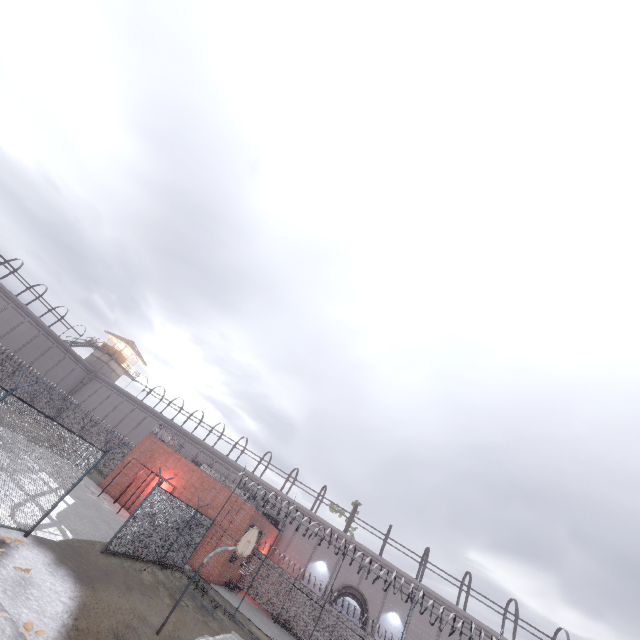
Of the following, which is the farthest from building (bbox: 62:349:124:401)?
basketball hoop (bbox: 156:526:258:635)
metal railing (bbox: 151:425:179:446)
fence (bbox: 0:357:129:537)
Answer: basketball hoop (bbox: 156:526:258:635)

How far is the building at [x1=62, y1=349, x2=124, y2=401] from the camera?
47.2 meters

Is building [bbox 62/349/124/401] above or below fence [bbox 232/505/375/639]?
above

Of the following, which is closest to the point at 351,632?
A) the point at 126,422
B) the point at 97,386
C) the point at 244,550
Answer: the point at 244,550

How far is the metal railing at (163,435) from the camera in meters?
27.8

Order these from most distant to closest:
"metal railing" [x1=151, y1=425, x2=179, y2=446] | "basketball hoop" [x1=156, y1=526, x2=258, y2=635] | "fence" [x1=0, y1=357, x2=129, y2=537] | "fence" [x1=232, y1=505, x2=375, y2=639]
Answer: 1. "metal railing" [x1=151, y1=425, x2=179, y2=446]
2. "fence" [x1=232, y1=505, x2=375, y2=639]
3. "basketball hoop" [x1=156, y1=526, x2=258, y2=635]
4. "fence" [x1=0, y1=357, x2=129, y2=537]

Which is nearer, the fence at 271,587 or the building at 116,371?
the fence at 271,587
